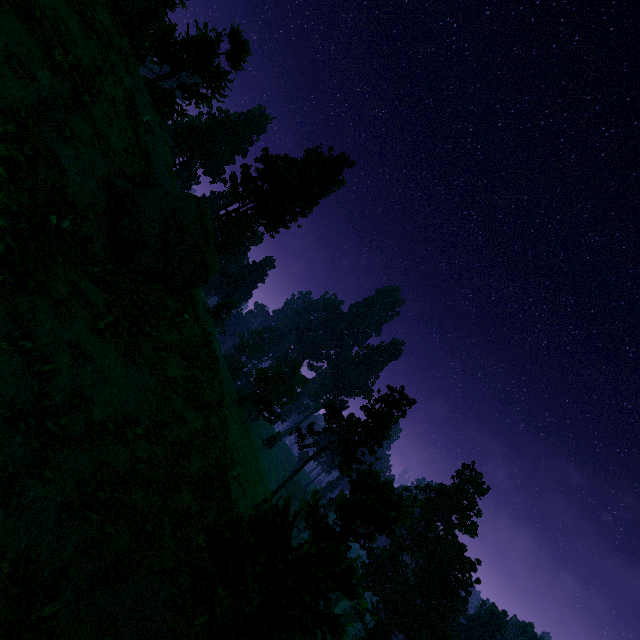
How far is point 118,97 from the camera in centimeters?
1190cm

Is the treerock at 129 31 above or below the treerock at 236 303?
above

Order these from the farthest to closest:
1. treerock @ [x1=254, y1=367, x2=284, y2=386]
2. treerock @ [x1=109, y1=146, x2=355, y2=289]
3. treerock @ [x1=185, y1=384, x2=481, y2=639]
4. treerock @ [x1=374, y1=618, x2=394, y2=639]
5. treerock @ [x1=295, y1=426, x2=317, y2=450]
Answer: treerock @ [x1=254, y1=367, x2=284, y2=386] < treerock @ [x1=374, y1=618, x2=394, y2=639] < treerock @ [x1=295, y1=426, x2=317, y2=450] < treerock @ [x1=109, y1=146, x2=355, y2=289] < treerock @ [x1=185, y1=384, x2=481, y2=639]

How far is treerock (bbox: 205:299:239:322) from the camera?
28.2 meters

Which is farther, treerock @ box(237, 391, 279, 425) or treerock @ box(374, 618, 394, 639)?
treerock @ box(374, 618, 394, 639)

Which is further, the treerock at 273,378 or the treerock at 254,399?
the treerock at 273,378
